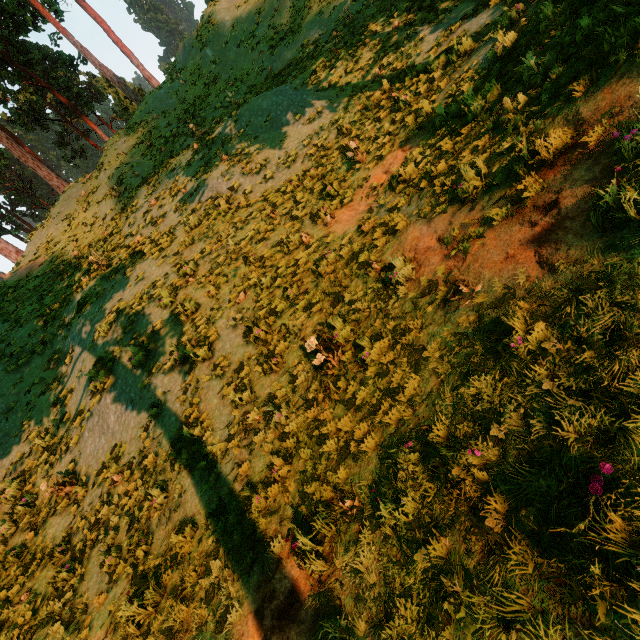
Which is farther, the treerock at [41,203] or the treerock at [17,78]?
the treerock at [17,78]

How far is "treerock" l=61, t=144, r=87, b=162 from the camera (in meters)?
40.91

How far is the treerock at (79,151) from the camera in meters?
40.9

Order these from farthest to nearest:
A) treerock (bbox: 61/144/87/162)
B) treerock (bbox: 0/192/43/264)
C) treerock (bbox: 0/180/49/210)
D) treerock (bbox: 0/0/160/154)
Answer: treerock (bbox: 61/144/87/162) < treerock (bbox: 0/0/160/154) < treerock (bbox: 0/180/49/210) < treerock (bbox: 0/192/43/264)

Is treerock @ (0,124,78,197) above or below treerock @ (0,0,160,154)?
below

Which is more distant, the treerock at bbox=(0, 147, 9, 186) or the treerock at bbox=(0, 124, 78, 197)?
the treerock at bbox=(0, 147, 9, 186)

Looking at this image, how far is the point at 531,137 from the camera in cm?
467
